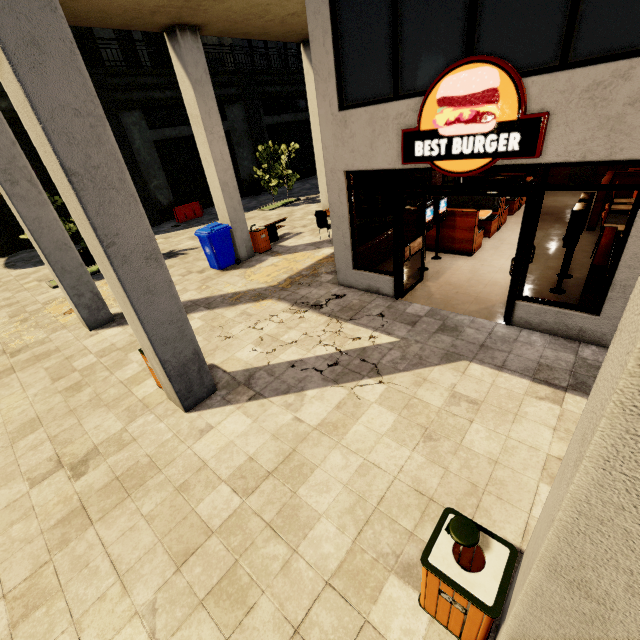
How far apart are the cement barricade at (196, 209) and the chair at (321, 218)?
10.0m

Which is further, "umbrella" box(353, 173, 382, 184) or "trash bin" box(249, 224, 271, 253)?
"trash bin" box(249, 224, 271, 253)

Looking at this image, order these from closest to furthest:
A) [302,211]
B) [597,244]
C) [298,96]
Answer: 1. [597,244]
2. [302,211]
3. [298,96]

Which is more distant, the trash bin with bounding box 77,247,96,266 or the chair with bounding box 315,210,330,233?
the trash bin with bounding box 77,247,96,266

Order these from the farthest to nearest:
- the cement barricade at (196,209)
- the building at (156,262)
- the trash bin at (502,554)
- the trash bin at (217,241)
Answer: the cement barricade at (196,209) < the trash bin at (217,241) < the trash bin at (502,554) < the building at (156,262)

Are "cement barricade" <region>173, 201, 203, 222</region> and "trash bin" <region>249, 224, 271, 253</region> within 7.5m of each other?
no

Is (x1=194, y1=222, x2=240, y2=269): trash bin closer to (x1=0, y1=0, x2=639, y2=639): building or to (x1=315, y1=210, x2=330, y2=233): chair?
(x1=0, y1=0, x2=639, y2=639): building

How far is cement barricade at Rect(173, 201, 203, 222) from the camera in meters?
17.4 m
